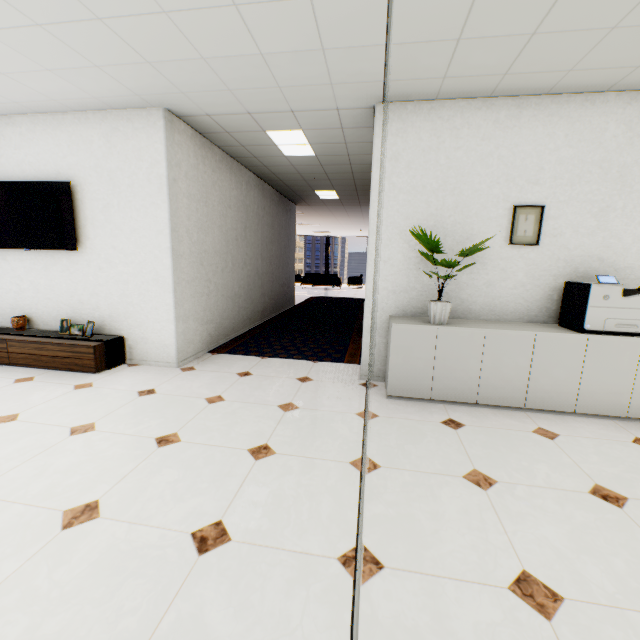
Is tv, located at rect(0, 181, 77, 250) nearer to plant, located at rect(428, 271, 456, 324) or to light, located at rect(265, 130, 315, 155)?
light, located at rect(265, 130, 315, 155)

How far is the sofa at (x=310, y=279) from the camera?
16.0 meters

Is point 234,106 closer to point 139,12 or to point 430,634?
point 139,12

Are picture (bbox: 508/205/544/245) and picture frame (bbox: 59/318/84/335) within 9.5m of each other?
yes

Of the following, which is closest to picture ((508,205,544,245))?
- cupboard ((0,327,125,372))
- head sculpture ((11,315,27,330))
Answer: cupboard ((0,327,125,372))

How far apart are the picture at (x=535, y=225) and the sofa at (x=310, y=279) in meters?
12.7

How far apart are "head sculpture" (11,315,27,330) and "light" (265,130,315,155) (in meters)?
3.99

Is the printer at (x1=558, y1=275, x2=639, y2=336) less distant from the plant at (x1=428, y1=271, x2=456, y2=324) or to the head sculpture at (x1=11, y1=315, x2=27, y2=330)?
the plant at (x1=428, y1=271, x2=456, y2=324)
